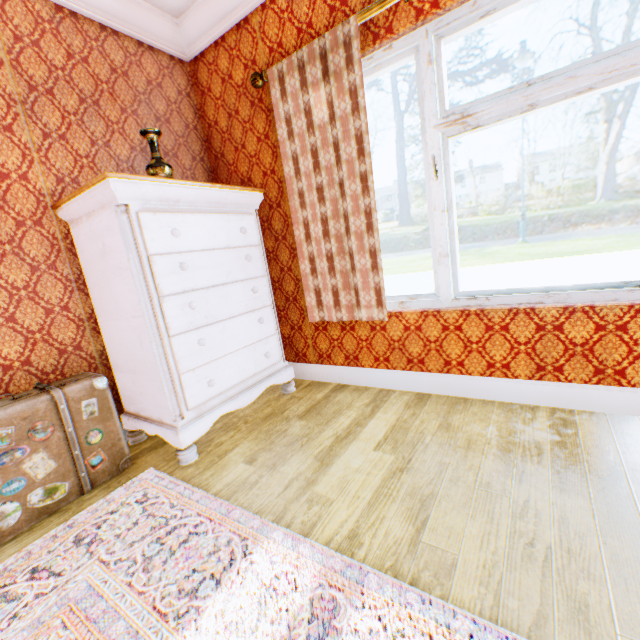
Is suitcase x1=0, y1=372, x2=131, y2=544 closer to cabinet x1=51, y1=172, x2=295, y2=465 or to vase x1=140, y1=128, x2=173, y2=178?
cabinet x1=51, y1=172, x2=295, y2=465

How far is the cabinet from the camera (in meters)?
1.81

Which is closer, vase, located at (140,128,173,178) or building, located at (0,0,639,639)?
building, located at (0,0,639,639)

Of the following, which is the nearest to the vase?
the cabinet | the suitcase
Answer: the cabinet

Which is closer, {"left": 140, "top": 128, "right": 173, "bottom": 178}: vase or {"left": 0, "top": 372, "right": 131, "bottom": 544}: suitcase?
{"left": 0, "top": 372, "right": 131, "bottom": 544}: suitcase

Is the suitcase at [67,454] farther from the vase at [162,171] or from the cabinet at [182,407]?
the vase at [162,171]

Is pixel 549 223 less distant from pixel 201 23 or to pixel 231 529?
pixel 201 23

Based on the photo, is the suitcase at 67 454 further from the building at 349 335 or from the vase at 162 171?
the vase at 162 171
